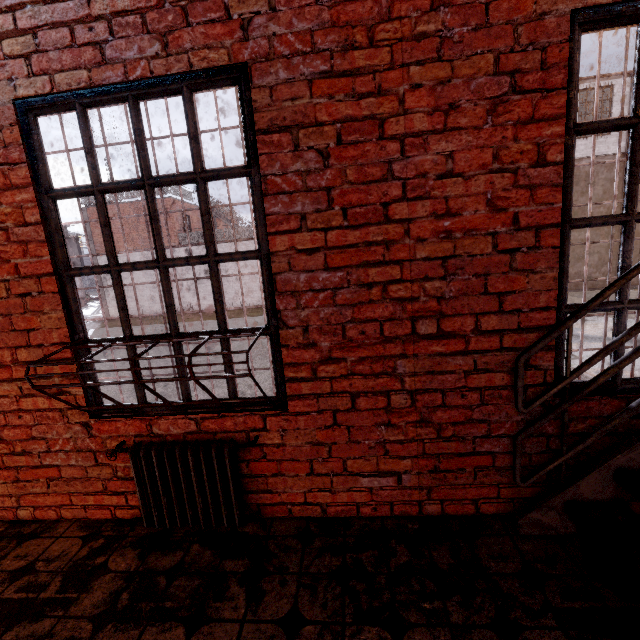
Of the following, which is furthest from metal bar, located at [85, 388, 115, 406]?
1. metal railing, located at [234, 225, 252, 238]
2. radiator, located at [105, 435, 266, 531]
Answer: metal railing, located at [234, 225, 252, 238]

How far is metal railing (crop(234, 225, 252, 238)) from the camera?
19.7m

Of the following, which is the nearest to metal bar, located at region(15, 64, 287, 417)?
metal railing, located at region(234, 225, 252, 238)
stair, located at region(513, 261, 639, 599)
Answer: stair, located at region(513, 261, 639, 599)

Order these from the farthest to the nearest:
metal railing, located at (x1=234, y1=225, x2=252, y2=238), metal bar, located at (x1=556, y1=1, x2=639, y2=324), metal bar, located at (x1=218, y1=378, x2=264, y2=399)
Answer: metal railing, located at (x1=234, y1=225, x2=252, y2=238), metal bar, located at (x1=218, y1=378, x2=264, y2=399), metal bar, located at (x1=556, y1=1, x2=639, y2=324)

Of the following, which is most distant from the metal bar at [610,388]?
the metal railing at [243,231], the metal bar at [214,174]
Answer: the metal railing at [243,231]

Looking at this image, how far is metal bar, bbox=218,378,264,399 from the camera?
2.1m

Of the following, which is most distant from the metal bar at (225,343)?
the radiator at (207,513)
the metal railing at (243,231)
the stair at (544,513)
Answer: the metal railing at (243,231)

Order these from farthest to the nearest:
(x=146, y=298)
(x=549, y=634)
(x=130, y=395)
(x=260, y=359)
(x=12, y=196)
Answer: (x=146, y=298)
(x=260, y=359)
(x=130, y=395)
(x=12, y=196)
(x=549, y=634)
